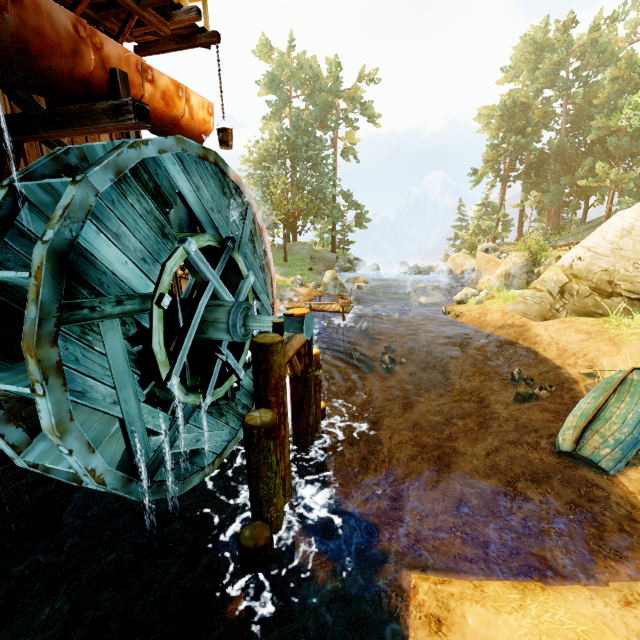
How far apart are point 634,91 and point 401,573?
65.6m

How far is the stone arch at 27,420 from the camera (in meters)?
4.95

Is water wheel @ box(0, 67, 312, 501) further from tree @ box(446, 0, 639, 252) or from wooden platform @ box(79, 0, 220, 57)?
tree @ box(446, 0, 639, 252)

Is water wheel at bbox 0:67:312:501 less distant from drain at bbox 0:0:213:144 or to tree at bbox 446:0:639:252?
drain at bbox 0:0:213:144

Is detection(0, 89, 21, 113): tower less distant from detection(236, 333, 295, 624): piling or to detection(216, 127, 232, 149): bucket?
detection(216, 127, 232, 149): bucket

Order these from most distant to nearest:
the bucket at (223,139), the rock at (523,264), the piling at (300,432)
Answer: the rock at (523,264) < the bucket at (223,139) < the piling at (300,432)

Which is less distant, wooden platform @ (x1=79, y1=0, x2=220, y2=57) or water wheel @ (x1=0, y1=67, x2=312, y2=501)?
water wheel @ (x1=0, y1=67, x2=312, y2=501)

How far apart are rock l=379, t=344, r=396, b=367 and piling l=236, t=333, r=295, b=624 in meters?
10.5
